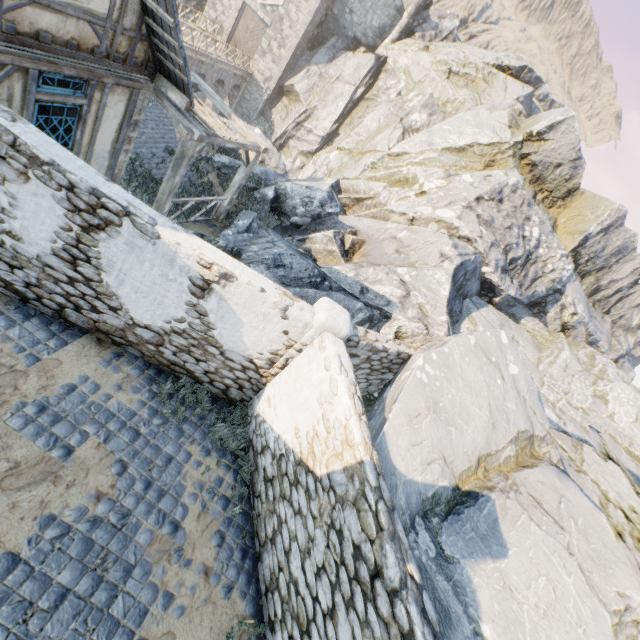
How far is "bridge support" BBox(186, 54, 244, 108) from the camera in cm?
2489

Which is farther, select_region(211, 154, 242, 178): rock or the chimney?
the chimney

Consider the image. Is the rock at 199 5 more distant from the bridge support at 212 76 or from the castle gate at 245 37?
the castle gate at 245 37

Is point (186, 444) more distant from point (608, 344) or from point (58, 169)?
point (608, 344)

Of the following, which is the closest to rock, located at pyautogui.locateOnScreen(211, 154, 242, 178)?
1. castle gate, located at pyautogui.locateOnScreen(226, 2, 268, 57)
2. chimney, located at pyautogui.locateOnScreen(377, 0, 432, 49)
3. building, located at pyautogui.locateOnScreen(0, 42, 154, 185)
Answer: chimney, located at pyautogui.locateOnScreen(377, 0, 432, 49)

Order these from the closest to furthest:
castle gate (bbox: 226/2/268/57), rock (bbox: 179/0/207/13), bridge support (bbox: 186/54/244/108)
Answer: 1. bridge support (bbox: 186/54/244/108)
2. castle gate (bbox: 226/2/268/57)
3. rock (bbox: 179/0/207/13)

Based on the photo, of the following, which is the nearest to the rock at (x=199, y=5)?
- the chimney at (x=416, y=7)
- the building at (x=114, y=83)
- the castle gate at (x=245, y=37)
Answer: the chimney at (x=416, y=7)
